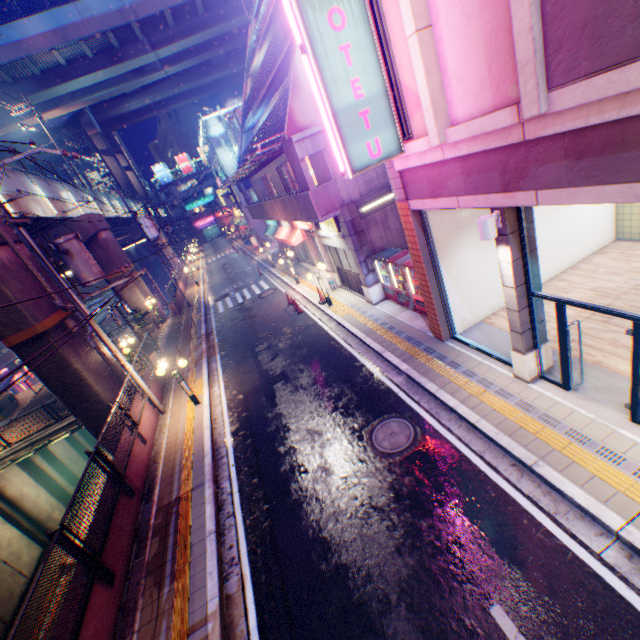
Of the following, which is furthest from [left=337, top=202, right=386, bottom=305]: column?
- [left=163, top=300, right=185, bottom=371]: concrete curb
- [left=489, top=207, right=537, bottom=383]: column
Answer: [left=163, top=300, right=185, bottom=371]: concrete curb

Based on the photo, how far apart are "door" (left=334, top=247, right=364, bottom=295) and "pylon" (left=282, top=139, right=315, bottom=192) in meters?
2.3

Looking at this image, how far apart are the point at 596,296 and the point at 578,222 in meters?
2.9 m

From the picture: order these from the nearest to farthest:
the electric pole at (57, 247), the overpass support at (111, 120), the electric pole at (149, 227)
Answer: the electric pole at (57, 247) → the electric pole at (149, 227) → the overpass support at (111, 120)

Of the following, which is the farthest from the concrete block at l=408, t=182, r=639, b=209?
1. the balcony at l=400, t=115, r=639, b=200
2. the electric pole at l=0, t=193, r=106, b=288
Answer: the electric pole at l=0, t=193, r=106, b=288

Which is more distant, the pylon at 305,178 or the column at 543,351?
the pylon at 305,178

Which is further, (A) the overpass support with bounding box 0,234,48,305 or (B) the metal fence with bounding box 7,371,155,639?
(A) the overpass support with bounding box 0,234,48,305

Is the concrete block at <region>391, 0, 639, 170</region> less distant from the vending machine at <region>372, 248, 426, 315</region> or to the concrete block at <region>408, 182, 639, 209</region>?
the concrete block at <region>408, 182, 639, 209</region>
